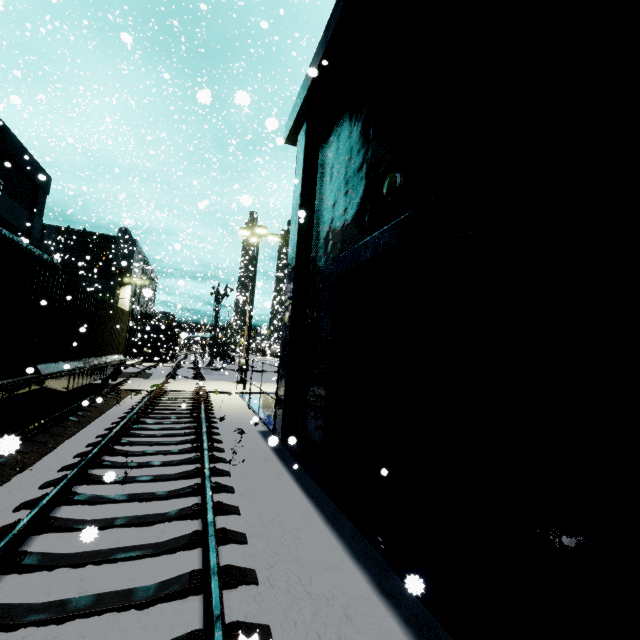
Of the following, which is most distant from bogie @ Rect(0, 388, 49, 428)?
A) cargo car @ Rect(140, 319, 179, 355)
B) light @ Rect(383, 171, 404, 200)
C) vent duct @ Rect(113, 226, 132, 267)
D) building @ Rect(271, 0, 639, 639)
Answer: vent duct @ Rect(113, 226, 132, 267)

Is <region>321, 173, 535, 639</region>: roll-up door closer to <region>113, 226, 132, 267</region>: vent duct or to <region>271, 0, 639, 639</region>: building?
<region>271, 0, 639, 639</region>: building

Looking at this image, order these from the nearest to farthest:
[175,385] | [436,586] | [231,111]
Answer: [436,586] < [231,111] < [175,385]

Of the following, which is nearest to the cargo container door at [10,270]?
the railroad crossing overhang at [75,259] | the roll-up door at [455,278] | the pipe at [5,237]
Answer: the pipe at [5,237]

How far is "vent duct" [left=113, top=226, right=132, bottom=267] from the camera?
37.3m

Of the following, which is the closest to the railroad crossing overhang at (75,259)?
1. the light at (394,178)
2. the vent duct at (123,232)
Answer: the vent duct at (123,232)

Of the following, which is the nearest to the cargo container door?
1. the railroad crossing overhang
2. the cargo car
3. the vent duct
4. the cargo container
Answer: the cargo container

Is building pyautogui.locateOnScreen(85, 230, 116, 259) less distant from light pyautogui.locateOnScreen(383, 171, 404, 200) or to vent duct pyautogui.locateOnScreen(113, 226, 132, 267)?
vent duct pyautogui.locateOnScreen(113, 226, 132, 267)
